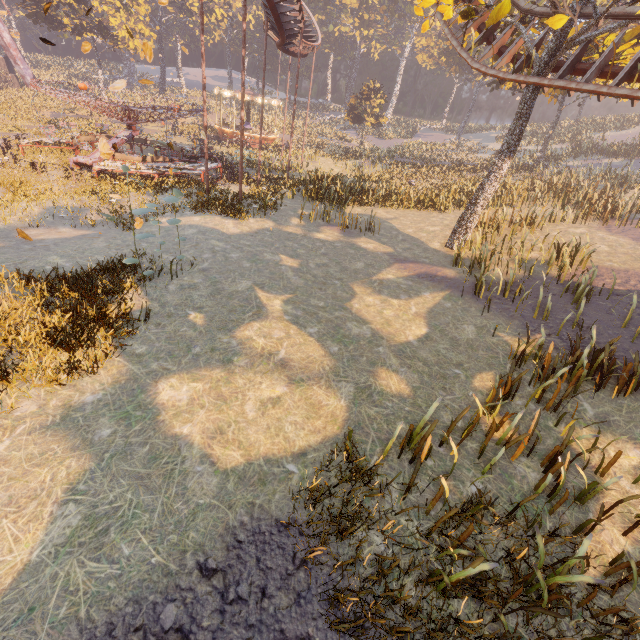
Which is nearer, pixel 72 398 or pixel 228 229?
pixel 72 398

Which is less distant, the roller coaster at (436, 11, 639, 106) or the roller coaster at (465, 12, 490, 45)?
Answer: the roller coaster at (436, 11, 639, 106)

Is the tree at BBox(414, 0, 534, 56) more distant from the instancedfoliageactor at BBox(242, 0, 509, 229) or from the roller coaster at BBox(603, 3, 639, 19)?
the instancedfoliageactor at BBox(242, 0, 509, 229)

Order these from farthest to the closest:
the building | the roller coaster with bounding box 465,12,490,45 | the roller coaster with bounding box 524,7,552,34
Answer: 1. the building
2. the roller coaster with bounding box 465,12,490,45
3. the roller coaster with bounding box 524,7,552,34

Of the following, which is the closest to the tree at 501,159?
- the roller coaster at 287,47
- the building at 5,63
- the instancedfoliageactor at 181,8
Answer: the roller coaster at 287,47

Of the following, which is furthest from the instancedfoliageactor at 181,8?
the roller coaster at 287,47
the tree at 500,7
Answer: the tree at 500,7

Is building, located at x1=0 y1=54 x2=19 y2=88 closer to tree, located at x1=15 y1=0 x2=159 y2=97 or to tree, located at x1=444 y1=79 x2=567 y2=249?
tree, located at x1=15 y1=0 x2=159 y2=97
